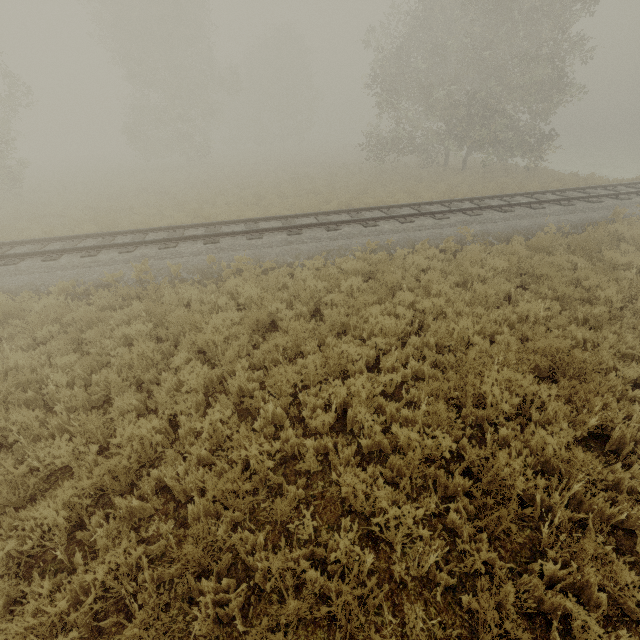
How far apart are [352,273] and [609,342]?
5.6m
